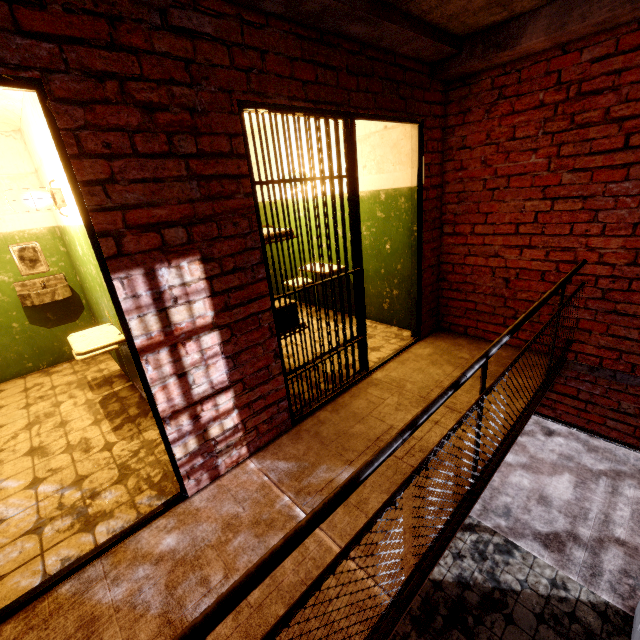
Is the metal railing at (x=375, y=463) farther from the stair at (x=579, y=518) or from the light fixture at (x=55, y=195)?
the light fixture at (x=55, y=195)

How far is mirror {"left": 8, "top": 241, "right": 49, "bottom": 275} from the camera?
4.0m

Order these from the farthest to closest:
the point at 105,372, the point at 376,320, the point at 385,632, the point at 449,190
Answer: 1. the point at 376,320
2. the point at 105,372
3. the point at 449,190
4. the point at 385,632

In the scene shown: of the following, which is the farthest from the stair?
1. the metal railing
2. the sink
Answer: the sink

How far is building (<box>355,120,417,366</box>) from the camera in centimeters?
359cm

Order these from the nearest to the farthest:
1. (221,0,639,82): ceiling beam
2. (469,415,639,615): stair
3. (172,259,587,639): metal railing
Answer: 1. (172,259,587,639): metal railing
2. (221,0,639,82): ceiling beam
3. (469,415,639,615): stair

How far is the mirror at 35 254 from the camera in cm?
396

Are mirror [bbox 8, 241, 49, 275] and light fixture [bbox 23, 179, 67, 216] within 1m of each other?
no
